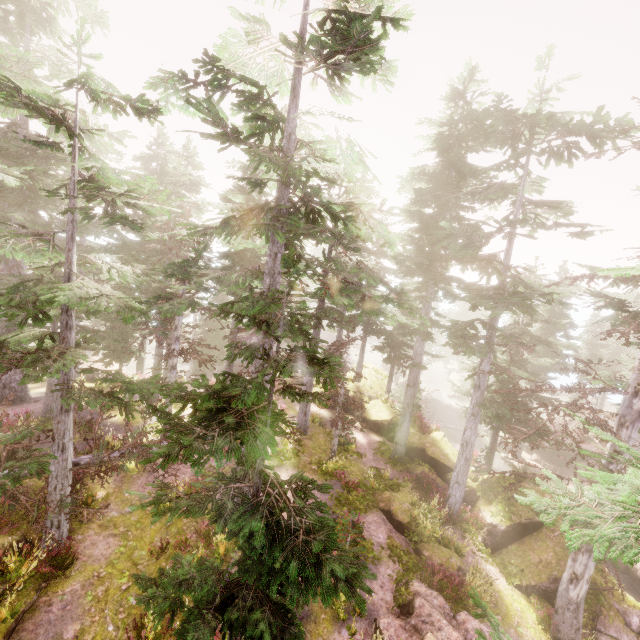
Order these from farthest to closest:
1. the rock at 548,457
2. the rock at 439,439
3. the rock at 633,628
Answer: the rock at 548,457, the rock at 439,439, the rock at 633,628

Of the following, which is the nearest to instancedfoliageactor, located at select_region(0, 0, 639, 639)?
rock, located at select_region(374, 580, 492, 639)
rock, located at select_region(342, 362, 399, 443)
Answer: rock, located at select_region(342, 362, 399, 443)

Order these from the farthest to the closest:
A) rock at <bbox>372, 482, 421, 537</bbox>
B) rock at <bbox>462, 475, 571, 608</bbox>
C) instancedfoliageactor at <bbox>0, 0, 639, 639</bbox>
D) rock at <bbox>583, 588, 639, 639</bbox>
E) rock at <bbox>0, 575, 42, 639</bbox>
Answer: rock at <bbox>372, 482, 421, 537</bbox> → rock at <bbox>462, 475, 571, 608</bbox> → rock at <bbox>583, 588, 639, 639</bbox> → rock at <bbox>0, 575, 42, 639</bbox> → instancedfoliageactor at <bbox>0, 0, 639, 639</bbox>

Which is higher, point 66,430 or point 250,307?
point 250,307

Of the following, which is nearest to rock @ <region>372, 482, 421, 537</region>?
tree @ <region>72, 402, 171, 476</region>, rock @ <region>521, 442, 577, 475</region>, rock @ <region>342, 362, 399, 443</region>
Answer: rock @ <region>342, 362, 399, 443</region>

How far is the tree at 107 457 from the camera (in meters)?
11.59

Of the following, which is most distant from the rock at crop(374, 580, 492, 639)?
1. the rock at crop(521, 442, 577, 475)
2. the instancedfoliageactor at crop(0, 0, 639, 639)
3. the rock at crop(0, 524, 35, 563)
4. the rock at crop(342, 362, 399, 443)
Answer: the rock at crop(521, 442, 577, 475)

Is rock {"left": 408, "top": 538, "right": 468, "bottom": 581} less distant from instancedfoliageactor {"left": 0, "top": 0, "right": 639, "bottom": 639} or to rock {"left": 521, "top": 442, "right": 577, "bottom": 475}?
instancedfoliageactor {"left": 0, "top": 0, "right": 639, "bottom": 639}
